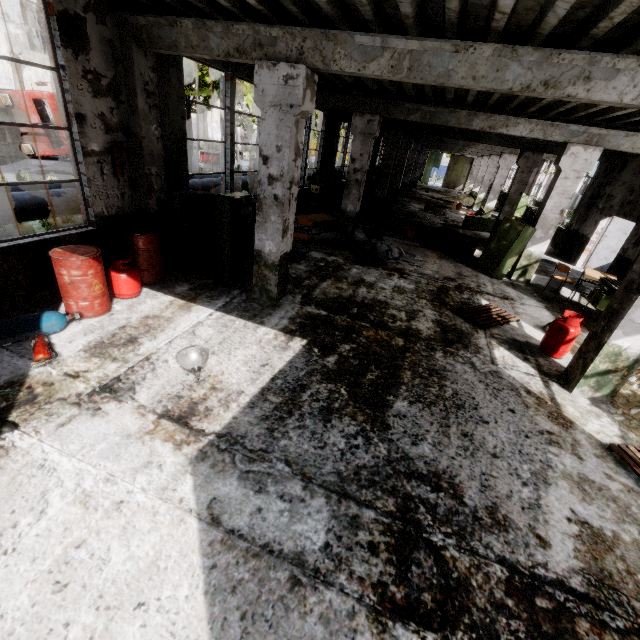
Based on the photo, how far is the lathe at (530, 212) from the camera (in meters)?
16.78

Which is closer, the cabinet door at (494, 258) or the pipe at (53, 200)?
the pipe at (53, 200)

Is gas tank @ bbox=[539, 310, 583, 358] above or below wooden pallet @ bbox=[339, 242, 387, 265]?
above

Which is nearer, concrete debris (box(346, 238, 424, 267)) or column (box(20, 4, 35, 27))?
concrete debris (box(346, 238, 424, 267))

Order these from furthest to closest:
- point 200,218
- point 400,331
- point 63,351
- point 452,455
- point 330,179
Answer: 1. point 330,179
2. point 200,218
3. point 400,331
4. point 63,351
5. point 452,455

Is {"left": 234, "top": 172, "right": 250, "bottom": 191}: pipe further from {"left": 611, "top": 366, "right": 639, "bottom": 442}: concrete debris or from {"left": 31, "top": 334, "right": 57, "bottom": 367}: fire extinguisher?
{"left": 611, "top": 366, "right": 639, "bottom": 442}: concrete debris

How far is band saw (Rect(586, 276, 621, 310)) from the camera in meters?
7.4 m

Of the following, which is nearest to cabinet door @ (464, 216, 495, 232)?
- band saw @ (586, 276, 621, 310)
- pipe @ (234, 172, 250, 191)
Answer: band saw @ (586, 276, 621, 310)
